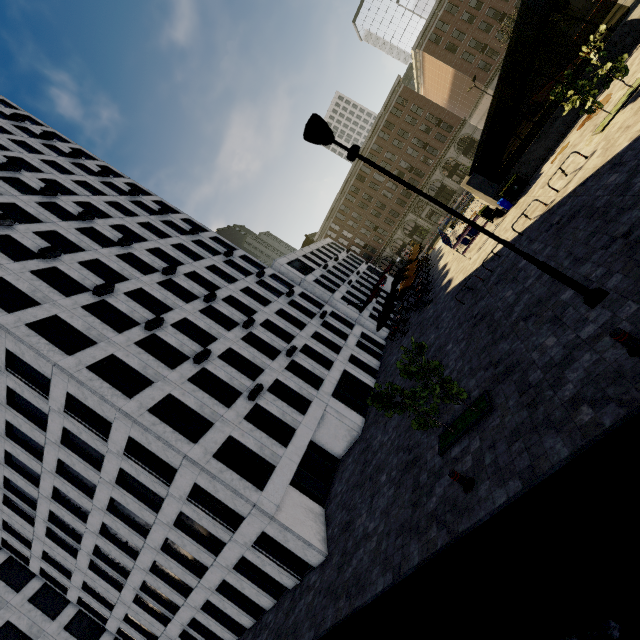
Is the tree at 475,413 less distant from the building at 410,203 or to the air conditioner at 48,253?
the building at 410,203

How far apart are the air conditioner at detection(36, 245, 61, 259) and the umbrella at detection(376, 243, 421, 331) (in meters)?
27.82

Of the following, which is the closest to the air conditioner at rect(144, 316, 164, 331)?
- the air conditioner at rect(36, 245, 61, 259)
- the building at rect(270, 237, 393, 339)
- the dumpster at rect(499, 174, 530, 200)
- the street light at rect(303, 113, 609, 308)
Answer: the air conditioner at rect(36, 245, 61, 259)

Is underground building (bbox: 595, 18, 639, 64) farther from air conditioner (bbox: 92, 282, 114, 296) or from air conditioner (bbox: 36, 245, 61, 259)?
air conditioner (bbox: 36, 245, 61, 259)

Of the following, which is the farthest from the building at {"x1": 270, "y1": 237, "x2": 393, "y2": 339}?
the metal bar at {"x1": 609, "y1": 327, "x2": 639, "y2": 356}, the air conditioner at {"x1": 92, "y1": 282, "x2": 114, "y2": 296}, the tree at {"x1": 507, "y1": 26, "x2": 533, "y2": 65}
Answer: the metal bar at {"x1": 609, "y1": 327, "x2": 639, "y2": 356}

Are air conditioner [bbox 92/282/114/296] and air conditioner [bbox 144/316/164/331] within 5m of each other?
yes

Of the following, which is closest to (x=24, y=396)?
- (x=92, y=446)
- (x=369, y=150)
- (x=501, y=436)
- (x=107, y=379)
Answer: (x=92, y=446)

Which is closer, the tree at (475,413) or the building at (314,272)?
the tree at (475,413)
